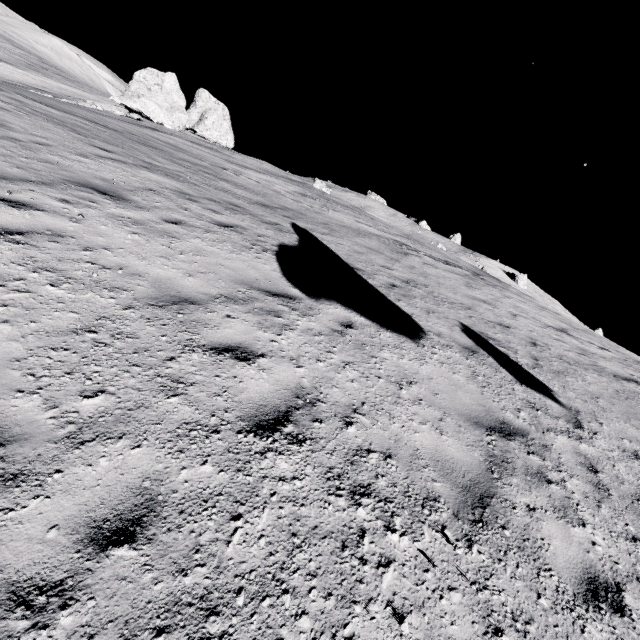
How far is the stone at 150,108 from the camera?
33.8m

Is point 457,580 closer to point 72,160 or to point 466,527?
point 466,527

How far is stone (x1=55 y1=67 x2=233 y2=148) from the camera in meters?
33.8
